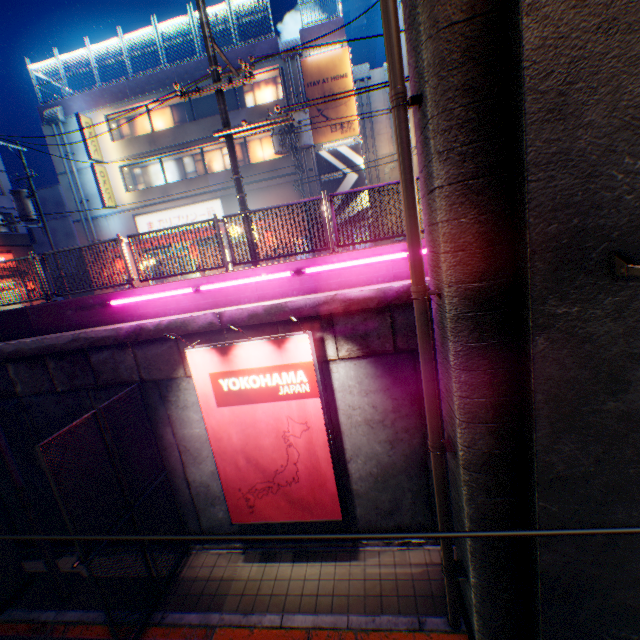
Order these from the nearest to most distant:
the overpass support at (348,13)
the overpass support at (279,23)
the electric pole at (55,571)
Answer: the electric pole at (55,571)
the overpass support at (279,23)
the overpass support at (348,13)

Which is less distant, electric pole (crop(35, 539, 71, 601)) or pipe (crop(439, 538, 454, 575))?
pipe (crop(439, 538, 454, 575))

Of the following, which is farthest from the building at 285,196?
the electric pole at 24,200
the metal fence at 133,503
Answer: the electric pole at 24,200

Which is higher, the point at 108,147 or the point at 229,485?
the point at 108,147

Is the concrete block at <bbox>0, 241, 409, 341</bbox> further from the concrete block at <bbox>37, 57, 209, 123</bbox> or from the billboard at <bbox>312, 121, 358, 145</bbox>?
the concrete block at <bbox>37, 57, 209, 123</bbox>

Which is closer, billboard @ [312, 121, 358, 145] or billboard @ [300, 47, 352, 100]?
billboard @ [300, 47, 352, 100]

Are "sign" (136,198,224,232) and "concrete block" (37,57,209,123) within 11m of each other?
Answer: yes

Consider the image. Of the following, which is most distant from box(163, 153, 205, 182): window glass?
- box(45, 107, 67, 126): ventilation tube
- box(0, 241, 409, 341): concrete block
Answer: box(0, 241, 409, 341): concrete block
